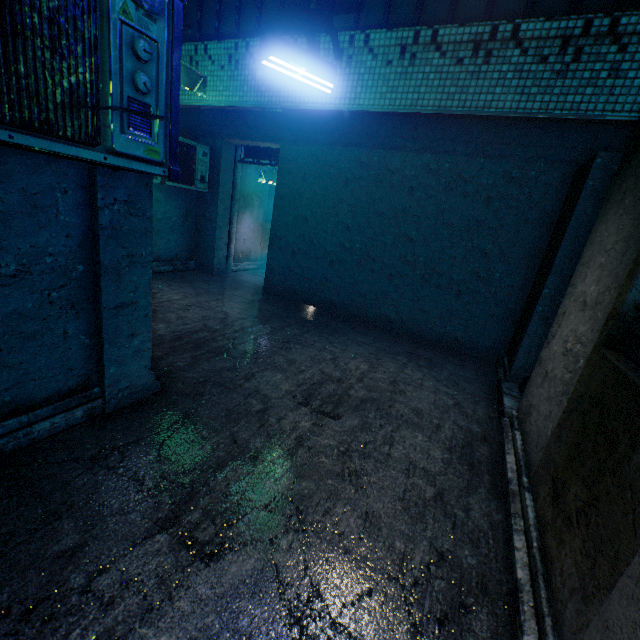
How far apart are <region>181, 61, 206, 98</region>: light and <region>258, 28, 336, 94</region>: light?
1.91m

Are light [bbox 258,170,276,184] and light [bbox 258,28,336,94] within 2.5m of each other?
no

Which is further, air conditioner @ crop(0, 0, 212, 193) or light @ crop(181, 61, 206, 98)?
light @ crop(181, 61, 206, 98)

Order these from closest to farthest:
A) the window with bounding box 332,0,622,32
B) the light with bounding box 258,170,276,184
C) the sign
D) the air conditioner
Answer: the air conditioner
the window with bounding box 332,0,622,32
the sign
the light with bounding box 258,170,276,184

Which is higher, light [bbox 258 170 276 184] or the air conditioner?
light [bbox 258 170 276 184]

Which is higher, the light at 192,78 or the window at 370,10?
the window at 370,10

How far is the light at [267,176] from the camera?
8.31m

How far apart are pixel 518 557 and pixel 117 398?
3.1 meters
